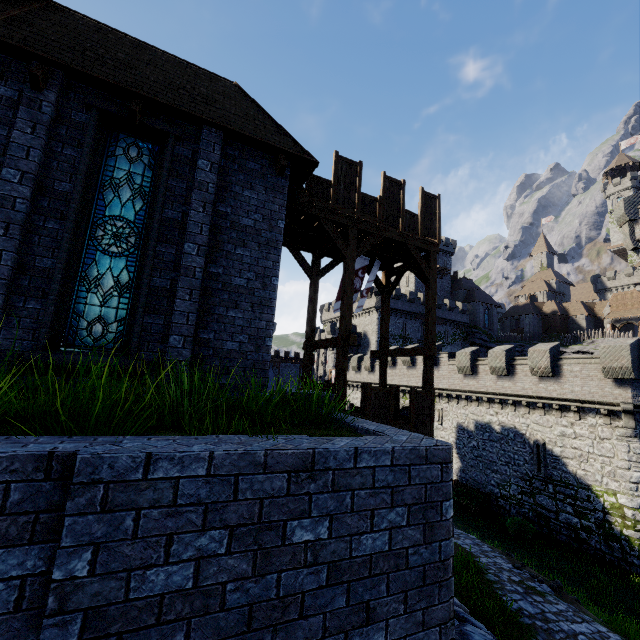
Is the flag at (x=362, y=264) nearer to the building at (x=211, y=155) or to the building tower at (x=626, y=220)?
the building at (x=211, y=155)

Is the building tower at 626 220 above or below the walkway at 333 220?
above

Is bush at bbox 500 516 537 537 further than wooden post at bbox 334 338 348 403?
Yes

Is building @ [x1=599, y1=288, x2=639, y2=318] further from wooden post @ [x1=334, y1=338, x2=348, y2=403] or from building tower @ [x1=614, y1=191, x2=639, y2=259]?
wooden post @ [x1=334, y1=338, x2=348, y2=403]

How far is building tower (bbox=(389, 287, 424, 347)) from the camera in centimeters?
5138cm

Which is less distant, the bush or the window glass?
the window glass

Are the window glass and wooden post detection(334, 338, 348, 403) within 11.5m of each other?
yes

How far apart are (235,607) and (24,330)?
5.80m
